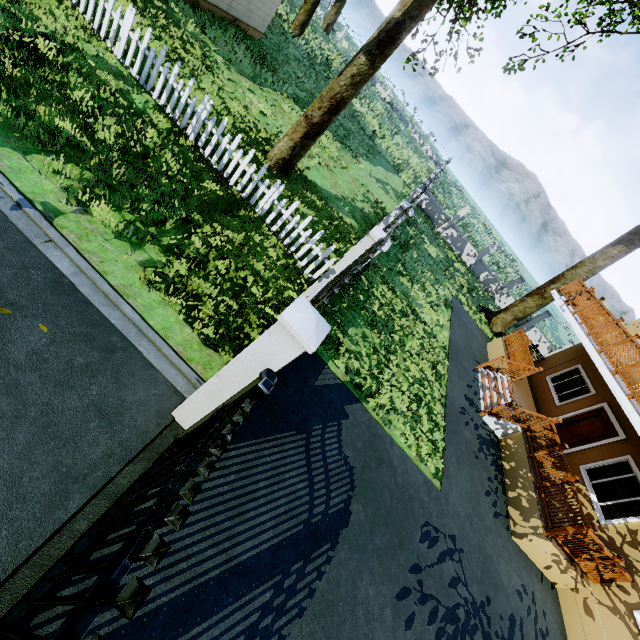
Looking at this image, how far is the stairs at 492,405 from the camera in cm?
1049

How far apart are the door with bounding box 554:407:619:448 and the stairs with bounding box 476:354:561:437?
2.04m

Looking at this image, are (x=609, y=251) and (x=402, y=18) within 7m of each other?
no

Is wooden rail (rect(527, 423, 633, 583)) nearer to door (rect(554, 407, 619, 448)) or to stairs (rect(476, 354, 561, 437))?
stairs (rect(476, 354, 561, 437))

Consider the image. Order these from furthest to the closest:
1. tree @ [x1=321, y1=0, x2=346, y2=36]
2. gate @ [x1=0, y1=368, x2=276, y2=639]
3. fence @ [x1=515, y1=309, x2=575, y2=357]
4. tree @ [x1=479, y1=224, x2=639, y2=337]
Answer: tree @ [x1=321, y1=0, x2=346, y2=36] → fence @ [x1=515, y1=309, x2=575, y2=357] → tree @ [x1=479, y1=224, x2=639, y2=337] → gate @ [x1=0, y1=368, x2=276, y2=639]

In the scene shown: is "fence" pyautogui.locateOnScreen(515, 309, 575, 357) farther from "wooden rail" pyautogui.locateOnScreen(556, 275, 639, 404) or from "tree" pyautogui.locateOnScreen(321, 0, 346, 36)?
"wooden rail" pyautogui.locateOnScreen(556, 275, 639, 404)

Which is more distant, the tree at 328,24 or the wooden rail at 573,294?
the tree at 328,24

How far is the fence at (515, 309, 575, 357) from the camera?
23.2m
